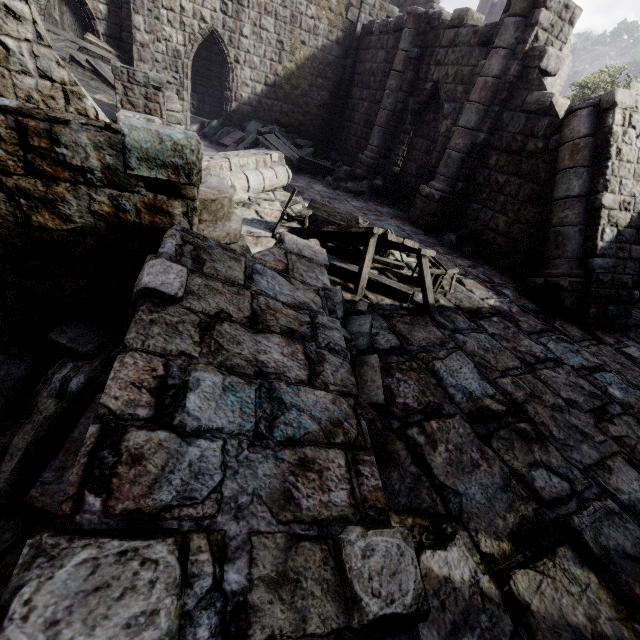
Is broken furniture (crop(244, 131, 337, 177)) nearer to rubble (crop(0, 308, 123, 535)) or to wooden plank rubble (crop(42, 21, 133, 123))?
wooden plank rubble (crop(42, 21, 133, 123))

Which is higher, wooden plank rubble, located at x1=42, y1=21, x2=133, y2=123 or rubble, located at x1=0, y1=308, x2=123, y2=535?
wooden plank rubble, located at x1=42, y1=21, x2=133, y2=123

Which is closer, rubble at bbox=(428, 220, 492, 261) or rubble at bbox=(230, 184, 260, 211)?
rubble at bbox=(230, 184, 260, 211)

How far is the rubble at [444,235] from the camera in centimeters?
922cm

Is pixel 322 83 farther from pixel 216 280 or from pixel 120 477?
pixel 120 477

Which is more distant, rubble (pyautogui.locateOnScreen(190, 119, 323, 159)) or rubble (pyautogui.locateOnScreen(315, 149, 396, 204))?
rubble (pyautogui.locateOnScreen(190, 119, 323, 159))

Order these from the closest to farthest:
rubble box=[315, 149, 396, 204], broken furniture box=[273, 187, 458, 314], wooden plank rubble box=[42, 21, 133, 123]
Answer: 1. broken furniture box=[273, 187, 458, 314]
2. wooden plank rubble box=[42, 21, 133, 123]
3. rubble box=[315, 149, 396, 204]

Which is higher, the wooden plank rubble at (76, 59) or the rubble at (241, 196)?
the wooden plank rubble at (76, 59)
